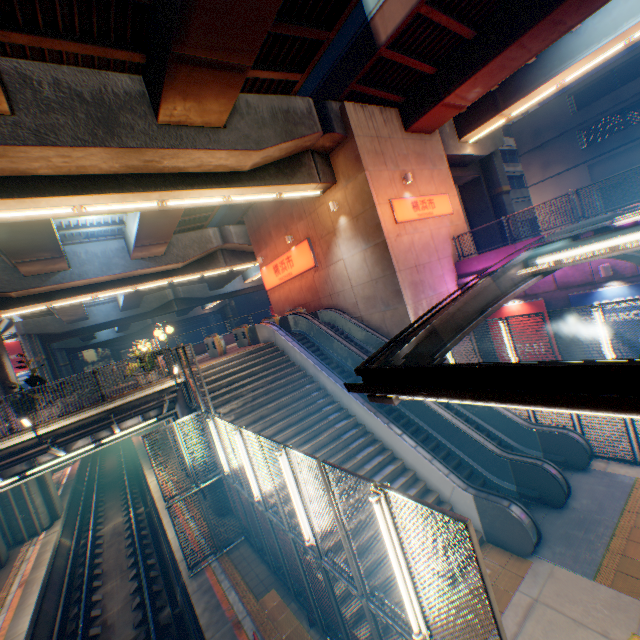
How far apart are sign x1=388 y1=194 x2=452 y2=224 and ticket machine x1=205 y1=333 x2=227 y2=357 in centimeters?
1022cm

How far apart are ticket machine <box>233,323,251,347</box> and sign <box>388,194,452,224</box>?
9.2 meters

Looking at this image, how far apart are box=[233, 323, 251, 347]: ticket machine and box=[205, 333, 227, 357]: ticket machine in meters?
1.2 m

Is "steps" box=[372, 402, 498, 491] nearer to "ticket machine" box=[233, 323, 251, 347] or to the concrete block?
"ticket machine" box=[233, 323, 251, 347]

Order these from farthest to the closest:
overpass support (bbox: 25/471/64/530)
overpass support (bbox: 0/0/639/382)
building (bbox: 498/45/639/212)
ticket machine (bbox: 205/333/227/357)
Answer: building (bbox: 498/45/639/212) < overpass support (bbox: 25/471/64/530) < ticket machine (bbox: 205/333/227/357) < overpass support (bbox: 0/0/639/382)

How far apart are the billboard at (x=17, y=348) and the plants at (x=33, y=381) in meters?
43.1

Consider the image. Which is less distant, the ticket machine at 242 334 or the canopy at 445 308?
the canopy at 445 308

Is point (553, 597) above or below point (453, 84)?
below
